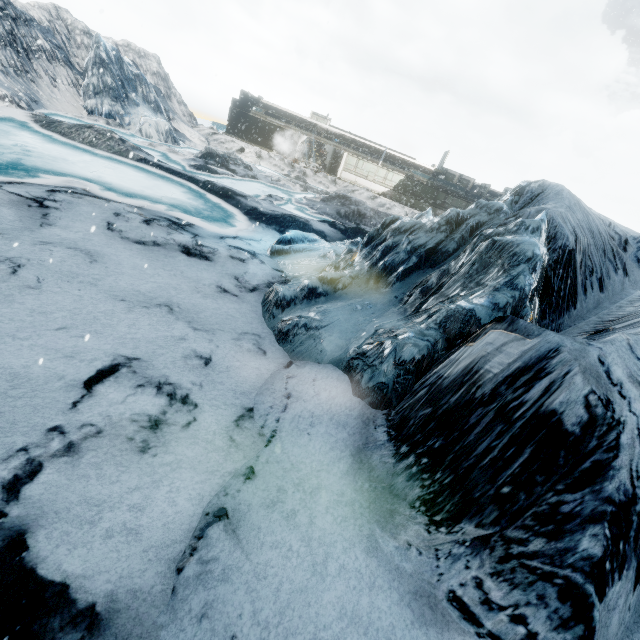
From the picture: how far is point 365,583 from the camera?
3.19m
